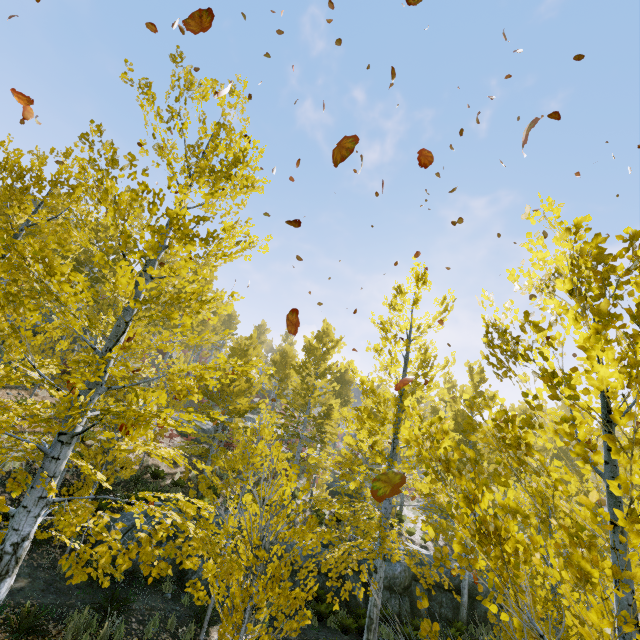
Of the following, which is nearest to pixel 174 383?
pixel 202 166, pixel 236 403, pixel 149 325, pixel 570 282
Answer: pixel 202 166

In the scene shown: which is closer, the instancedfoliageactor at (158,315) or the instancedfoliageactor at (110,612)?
the instancedfoliageactor at (158,315)

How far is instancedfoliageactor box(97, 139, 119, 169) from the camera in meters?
4.3

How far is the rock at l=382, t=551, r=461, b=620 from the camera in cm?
1275

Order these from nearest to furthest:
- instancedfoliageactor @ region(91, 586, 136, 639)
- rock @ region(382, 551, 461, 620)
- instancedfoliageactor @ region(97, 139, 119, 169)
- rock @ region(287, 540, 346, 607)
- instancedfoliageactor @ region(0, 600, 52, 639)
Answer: instancedfoliageactor @ region(97, 139, 119, 169) < instancedfoliageactor @ region(0, 600, 52, 639) < instancedfoliageactor @ region(91, 586, 136, 639) < rock @ region(287, 540, 346, 607) < rock @ region(382, 551, 461, 620)

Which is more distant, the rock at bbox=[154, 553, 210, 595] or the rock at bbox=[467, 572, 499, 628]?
the rock at bbox=[467, 572, 499, 628]

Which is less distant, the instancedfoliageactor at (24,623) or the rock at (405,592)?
the instancedfoliageactor at (24,623)
